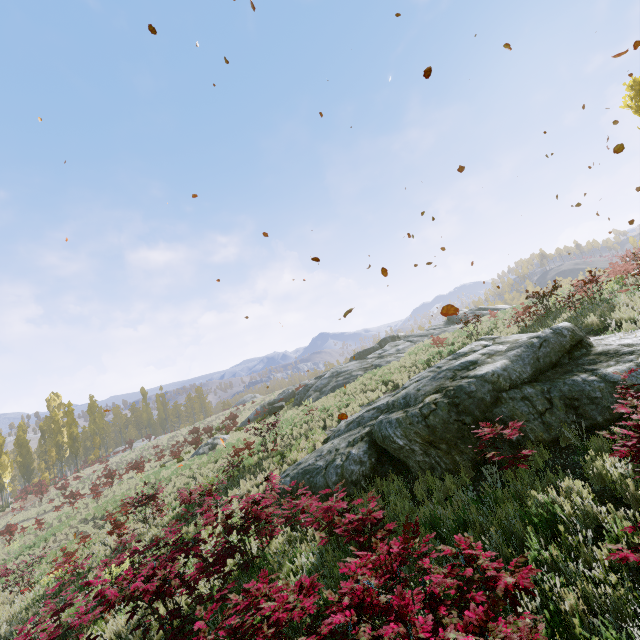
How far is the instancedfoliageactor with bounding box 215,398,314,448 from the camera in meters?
15.8

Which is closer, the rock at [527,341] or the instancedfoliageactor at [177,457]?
the rock at [527,341]

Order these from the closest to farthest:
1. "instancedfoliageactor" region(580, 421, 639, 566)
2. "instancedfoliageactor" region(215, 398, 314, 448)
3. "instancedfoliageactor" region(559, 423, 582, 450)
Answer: "instancedfoliageactor" region(580, 421, 639, 566), "instancedfoliageactor" region(559, 423, 582, 450), "instancedfoliageactor" region(215, 398, 314, 448)

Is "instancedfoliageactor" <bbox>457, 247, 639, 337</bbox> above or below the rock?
above

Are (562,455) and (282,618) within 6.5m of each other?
yes

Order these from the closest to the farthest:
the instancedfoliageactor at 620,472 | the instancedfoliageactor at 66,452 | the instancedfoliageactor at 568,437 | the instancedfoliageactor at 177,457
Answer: the instancedfoliageactor at 620,472, the instancedfoliageactor at 568,437, the instancedfoliageactor at 177,457, the instancedfoliageactor at 66,452

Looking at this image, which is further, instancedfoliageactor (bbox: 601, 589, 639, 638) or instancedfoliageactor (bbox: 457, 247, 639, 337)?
instancedfoliageactor (bbox: 457, 247, 639, 337)
